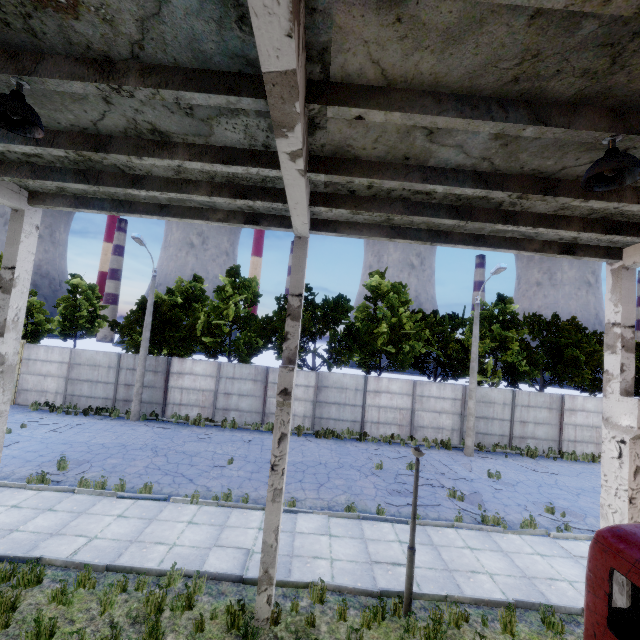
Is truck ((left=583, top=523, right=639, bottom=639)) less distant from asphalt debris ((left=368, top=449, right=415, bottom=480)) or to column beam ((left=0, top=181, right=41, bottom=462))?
column beam ((left=0, top=181, right=41, bottom=462))

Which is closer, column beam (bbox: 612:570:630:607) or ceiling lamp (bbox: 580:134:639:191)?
ceiling lamp (bbox: 580:134:639:191)

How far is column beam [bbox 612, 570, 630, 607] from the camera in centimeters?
610cm

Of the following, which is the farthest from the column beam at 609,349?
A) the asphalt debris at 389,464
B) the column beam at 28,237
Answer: the column beam at 28,237

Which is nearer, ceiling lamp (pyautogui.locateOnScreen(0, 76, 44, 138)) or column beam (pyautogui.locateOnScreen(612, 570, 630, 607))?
ceiling lamp (pyautogui.locateOnScreen(0, 76, 44, 138))

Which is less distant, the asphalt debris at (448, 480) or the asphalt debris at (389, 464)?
the asphalt debris at (448, 480)

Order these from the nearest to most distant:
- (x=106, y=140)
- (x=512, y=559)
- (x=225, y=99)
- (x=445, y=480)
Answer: (x=225, y=99)
(x=106, y=140)
(x=512, y=559)
(x=445, y=480)

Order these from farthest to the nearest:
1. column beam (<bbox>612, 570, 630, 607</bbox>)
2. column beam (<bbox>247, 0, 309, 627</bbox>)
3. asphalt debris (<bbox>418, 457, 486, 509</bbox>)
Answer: asphalt debris (<bbox>418, 457, 486, 509</bbox>) < column beam (<bbox>612, 570, 630, 607</bbox>) < column beam (<bbox>247, 0, 309, 627</bbox>)
